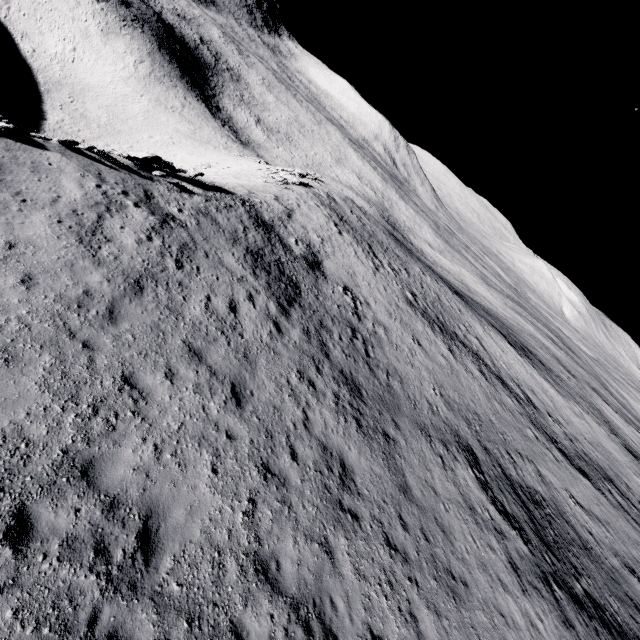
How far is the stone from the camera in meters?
14.2 m

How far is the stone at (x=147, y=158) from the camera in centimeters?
1421cm

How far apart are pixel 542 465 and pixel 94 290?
24.78m
